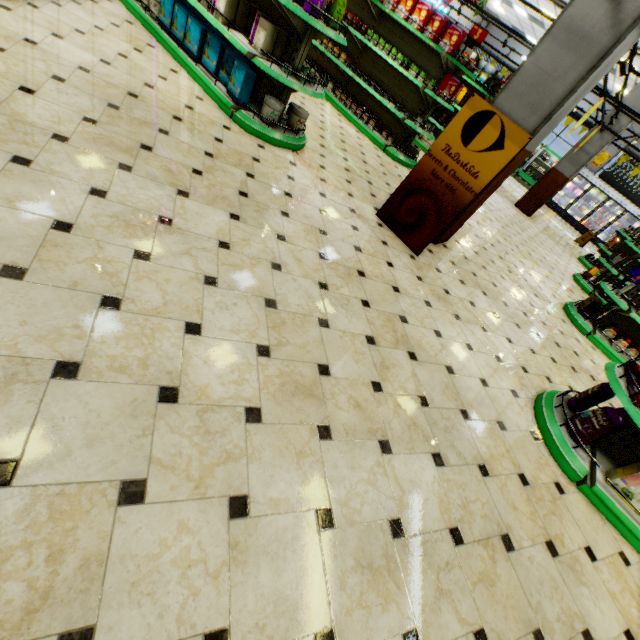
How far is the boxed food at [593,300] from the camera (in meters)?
5.74

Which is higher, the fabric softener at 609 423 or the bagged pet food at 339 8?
the bagged pet food at 339 8

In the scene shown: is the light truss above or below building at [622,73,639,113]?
below

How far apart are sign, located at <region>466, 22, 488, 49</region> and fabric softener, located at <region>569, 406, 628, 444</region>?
6.6m

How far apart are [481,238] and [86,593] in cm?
727

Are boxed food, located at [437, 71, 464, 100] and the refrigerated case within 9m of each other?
no

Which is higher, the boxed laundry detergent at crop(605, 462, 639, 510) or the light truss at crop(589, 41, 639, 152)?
the light truss at crop(589, 41, 639, 152)

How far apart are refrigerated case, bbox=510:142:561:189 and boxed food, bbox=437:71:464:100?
15.2m
